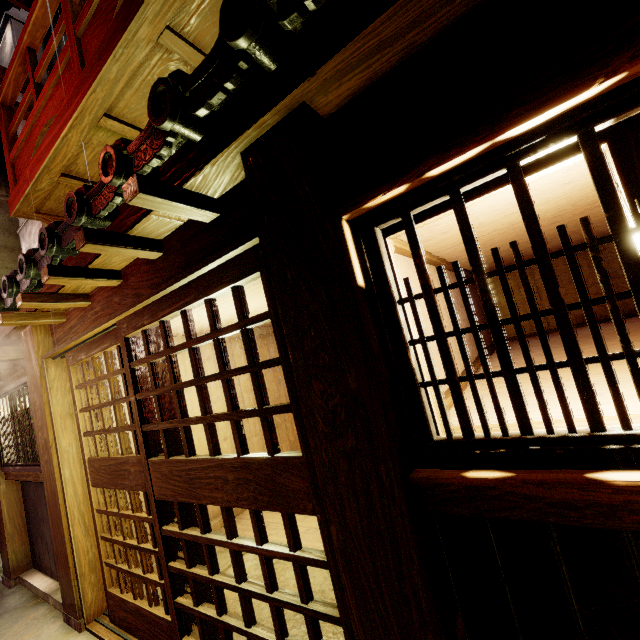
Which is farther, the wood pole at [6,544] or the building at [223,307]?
the wood pole at [6,544]

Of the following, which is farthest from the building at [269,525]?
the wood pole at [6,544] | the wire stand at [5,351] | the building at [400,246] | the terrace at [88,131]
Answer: the wood pole at [6,544]

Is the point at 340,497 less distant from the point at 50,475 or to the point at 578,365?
the point at 578,365

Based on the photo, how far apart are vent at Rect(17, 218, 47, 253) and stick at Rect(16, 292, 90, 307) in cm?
465

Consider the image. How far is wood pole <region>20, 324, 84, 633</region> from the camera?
6.05m

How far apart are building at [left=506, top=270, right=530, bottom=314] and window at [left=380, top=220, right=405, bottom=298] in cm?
904

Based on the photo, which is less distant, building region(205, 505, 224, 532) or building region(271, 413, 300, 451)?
building region(205, 505, 224, 532)

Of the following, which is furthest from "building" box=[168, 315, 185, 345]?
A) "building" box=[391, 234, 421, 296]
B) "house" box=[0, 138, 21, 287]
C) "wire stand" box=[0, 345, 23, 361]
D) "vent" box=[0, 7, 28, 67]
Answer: "vent" box=[0, 7, 28, 67]
